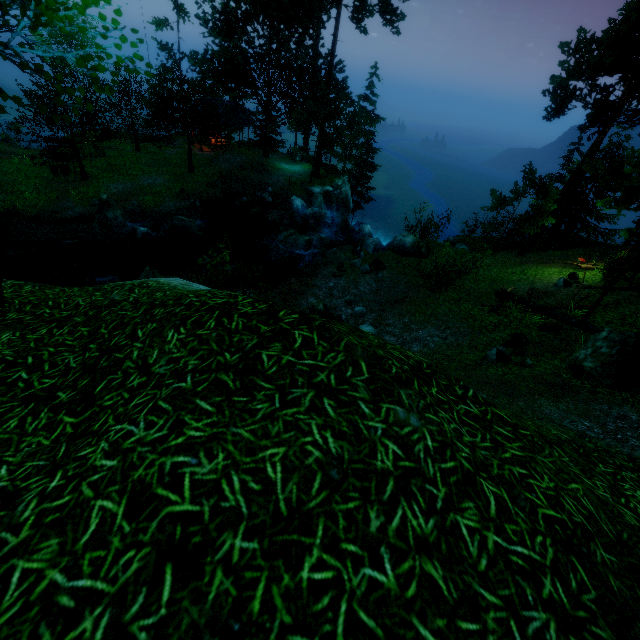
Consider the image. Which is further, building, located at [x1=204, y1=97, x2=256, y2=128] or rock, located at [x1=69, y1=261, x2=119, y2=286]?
building, located at [x1=204, y1=97, x2=256, y2=128]

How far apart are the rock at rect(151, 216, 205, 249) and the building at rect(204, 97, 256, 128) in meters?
13.6

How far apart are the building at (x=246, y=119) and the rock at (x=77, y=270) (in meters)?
20.74

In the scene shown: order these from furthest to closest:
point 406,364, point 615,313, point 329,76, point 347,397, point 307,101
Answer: point 329,76 → point 307,101 → point 615,313 → point 406,364 → point 347,397

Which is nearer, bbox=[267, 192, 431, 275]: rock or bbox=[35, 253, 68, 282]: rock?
bbox=[35, 253, 68, 282]: rock

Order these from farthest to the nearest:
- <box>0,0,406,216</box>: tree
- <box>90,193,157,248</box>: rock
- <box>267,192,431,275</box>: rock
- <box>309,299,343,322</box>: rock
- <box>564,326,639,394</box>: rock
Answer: <box>90,193,157,248</box>: rock < <box>267,192,431,275</box>: rock < <box>309,299,343,322</box>: rock < <box>564,326,639,394</box>: rock < <box>0,0,406,216</box>: tree

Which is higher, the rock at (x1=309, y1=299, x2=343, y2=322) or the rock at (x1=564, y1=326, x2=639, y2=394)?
the rock at (x1=564, y1=326, x2=639, y2=394)

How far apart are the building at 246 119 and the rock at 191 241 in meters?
13.6 m
